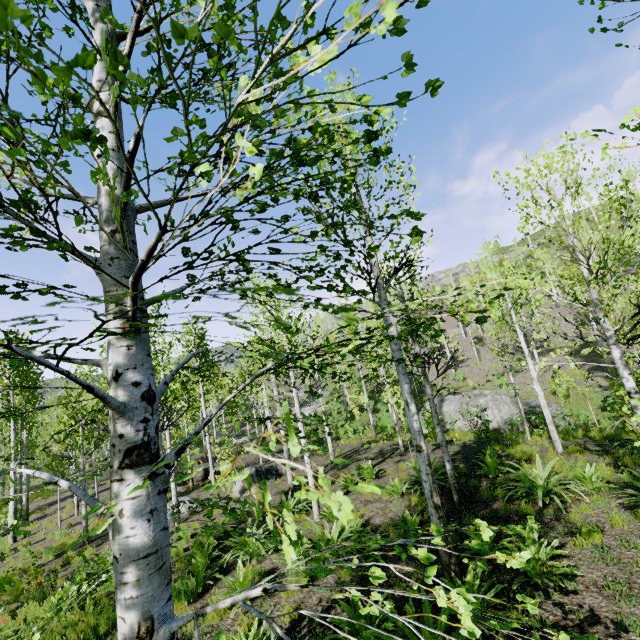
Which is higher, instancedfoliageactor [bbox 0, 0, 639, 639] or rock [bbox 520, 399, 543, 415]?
instancedfoliageactor [bbox 0, 0, 639, 639]

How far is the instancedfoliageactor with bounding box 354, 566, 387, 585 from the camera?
1.41m

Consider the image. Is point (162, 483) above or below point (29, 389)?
below

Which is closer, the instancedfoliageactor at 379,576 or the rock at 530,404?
the instancedfoliageactor at 379,576

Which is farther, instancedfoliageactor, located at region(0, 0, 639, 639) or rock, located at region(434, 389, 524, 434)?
rock, located at region(434, 389, 524, 434)
